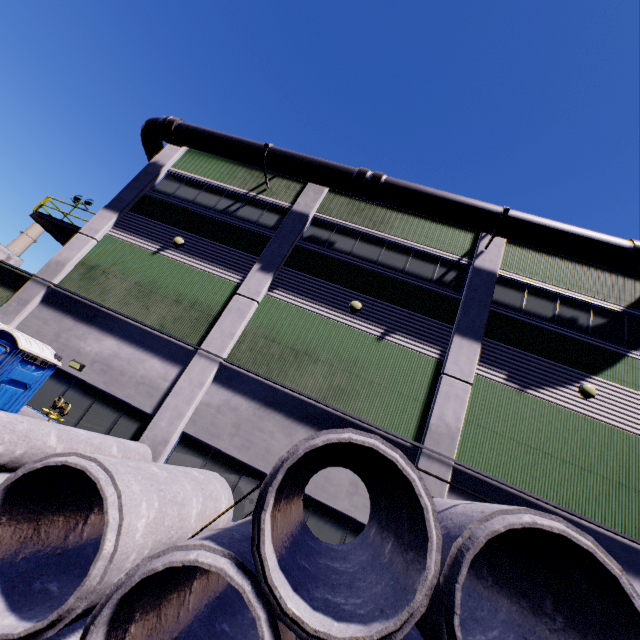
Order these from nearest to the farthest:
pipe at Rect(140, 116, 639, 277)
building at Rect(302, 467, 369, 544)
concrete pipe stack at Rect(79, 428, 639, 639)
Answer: concrete pipe stack at Rect(79, 428, 639, 639), building at Rect(302, 467, 369, 544), pipe at Rect(140, 116, 639, 277)

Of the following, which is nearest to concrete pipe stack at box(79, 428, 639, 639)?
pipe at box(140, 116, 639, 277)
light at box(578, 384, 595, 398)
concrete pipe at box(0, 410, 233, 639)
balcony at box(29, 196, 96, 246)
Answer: concrete pipe at box(0, 410, 233, 639)

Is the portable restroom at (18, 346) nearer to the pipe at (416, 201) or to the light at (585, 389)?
the pipe at (416, 201)

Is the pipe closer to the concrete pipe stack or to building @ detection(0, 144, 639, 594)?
building @ detection(0, 144, 639, 594)

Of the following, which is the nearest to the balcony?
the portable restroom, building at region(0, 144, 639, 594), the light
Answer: building at region(0, 144, 639, 594)

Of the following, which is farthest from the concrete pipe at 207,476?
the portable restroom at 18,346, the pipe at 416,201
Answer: the pipe at 416,201

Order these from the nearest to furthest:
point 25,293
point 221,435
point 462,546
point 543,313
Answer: point 462,546, point 221,435, point 543,313, point 25,293

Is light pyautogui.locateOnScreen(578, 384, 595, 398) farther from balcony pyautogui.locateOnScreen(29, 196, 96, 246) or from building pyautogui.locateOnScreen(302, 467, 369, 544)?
balcony pyautogui.locateOnScreen(29, 196, 96, 246)
